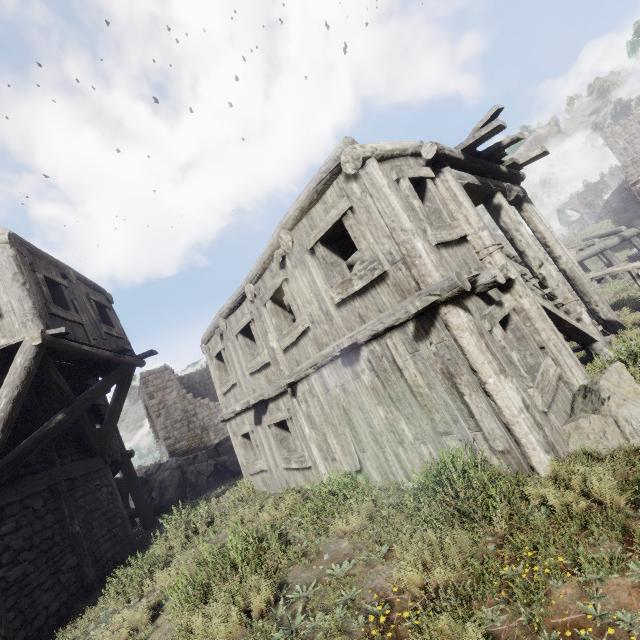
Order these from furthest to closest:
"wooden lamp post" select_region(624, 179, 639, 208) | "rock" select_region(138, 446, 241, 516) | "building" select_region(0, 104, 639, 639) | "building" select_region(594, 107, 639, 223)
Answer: "building" select_region(594, 107, 639, 223), "wooden lamp post" select_region(624, 179, 639, 208), "rock" select_region(138, 446, 241, 516), "building" select_region(0, 104, 639, 639)

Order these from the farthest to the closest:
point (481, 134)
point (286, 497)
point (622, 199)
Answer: point (622, 199) → point (286, 497) → point (481, 134)

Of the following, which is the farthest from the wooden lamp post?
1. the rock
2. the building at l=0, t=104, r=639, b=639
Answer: the rock

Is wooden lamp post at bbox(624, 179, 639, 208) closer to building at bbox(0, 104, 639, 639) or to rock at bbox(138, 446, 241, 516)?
building at bbox(0, 104, 639, 639)

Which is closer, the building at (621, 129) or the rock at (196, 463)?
the rock at (196, 463)

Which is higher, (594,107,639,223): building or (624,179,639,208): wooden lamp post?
(594,107,639,223): building

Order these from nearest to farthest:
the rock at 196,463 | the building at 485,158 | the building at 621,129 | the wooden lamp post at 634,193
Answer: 1. the building at 485,158
2. the rock at 196,463
3. the wooden lamp post at 634,193
4. the building at 621,129
